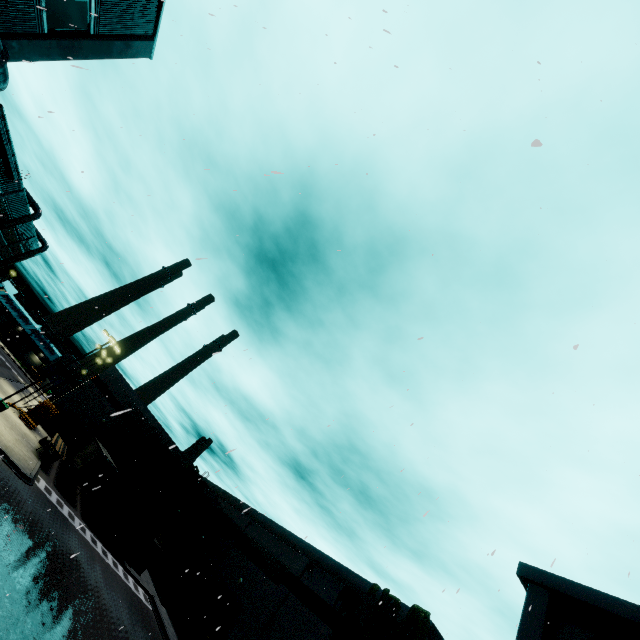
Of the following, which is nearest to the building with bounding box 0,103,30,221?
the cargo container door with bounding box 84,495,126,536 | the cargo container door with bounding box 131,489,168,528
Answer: the cargo container door with bounding box 131,489,168,528

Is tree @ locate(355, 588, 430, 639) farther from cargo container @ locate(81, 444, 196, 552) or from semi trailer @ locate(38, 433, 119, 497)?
semi trailer @ locate(38, 433, 119, 497)

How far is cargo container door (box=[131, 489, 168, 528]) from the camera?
30.5 meters

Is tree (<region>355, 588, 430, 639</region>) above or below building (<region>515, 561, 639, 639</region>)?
below

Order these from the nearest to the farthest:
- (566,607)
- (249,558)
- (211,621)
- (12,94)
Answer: (12,94) < (566,607) < (211,621) < (249,558)

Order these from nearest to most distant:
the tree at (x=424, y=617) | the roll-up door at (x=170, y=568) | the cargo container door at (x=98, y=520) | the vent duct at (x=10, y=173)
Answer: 1. the tree at (x=424, y=617)
2. the cargo container door at (x=98, y=520)
3. the vent duct at (x=10, y=173)
4. the roll-up door at (x=170, y=568)

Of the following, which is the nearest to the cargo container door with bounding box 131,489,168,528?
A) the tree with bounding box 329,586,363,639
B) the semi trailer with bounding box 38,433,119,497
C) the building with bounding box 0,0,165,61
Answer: the semi trailer with bounding box 38,433,119,497

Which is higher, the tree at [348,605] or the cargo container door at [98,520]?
the tree at [348,605]
